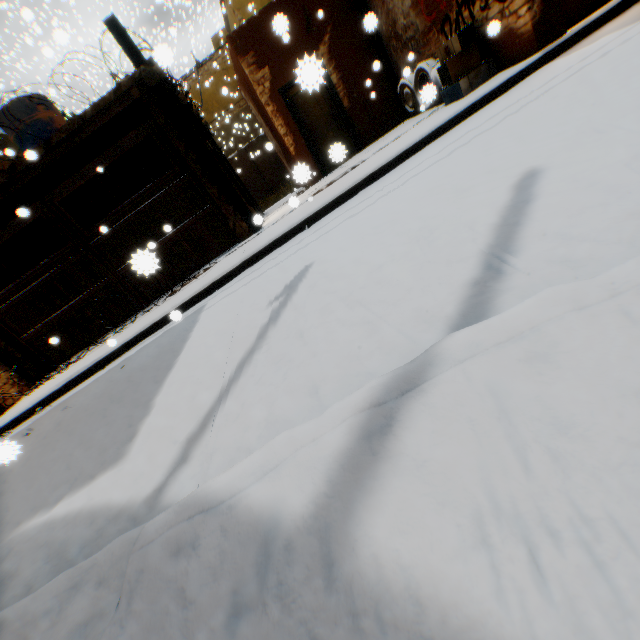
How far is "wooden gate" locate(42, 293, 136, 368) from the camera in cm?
789

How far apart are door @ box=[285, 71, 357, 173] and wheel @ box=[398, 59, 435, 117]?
0.39m

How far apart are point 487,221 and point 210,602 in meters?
2.1

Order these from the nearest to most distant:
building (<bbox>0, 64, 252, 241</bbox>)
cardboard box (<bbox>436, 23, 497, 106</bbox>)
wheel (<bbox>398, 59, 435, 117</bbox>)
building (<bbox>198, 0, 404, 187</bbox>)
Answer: wheel (<bbox>398, 59, 435, 117</bbox>) < cardboard box (<bbox>436, 23, 497, 106</bbox>) < building (<bbox>0, 64, 252, 241</bbox>) < building (<bbox>198, 0, 404, 187</bbox>)

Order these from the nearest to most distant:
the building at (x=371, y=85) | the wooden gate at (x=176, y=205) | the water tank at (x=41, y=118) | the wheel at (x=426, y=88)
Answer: the wheel at (x=426, y=88) < the wooden gate at (x=176, y=205) < the building at (x=371, y=85) < the water tank at (x=41, y=118)

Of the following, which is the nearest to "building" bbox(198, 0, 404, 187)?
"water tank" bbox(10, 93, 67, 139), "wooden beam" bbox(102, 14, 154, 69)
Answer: "wooden beam" bbox(102, 14, 154, 69)

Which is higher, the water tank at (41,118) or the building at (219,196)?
the water tank at (41,118)

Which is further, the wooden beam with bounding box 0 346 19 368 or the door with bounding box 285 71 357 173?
the wooden beam with bounding box 0 346 19 368
